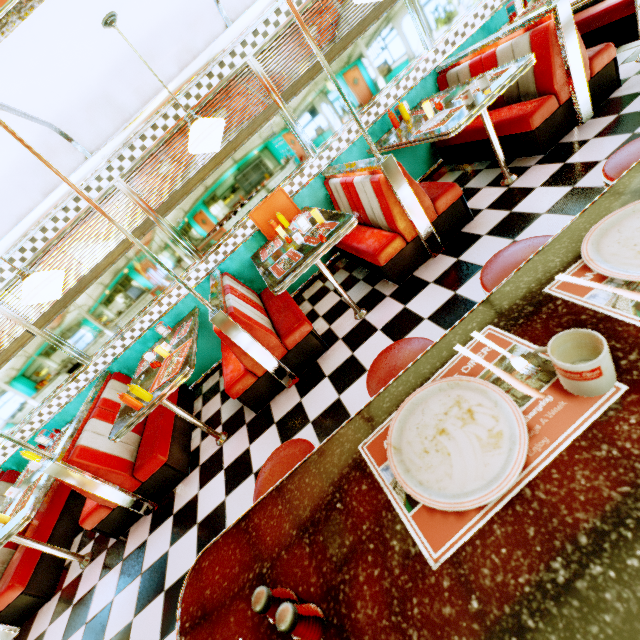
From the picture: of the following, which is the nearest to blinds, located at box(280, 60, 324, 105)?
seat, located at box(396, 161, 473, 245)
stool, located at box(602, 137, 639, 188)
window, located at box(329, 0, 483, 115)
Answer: window, located at box(329, 0, 483, 115)

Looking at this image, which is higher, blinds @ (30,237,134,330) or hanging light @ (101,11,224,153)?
hanging light @ (101,11,224,153)

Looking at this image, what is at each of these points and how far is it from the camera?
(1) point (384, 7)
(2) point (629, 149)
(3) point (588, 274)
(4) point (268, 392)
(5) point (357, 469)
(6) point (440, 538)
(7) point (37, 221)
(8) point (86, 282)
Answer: (1) blinds, 3.7 meters
(2) stool, 1.4 meters
(3) placemat, 0.8 meters
(4) seat, 3.3 meters
(5) counter, 0.8 meters
(6) placemat, 0.6 meters
(7) trim, 3.4 meters
(8) blinds, 3.8 meters

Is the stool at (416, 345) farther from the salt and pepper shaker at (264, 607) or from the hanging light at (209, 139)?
the hanging light at (209, 139)

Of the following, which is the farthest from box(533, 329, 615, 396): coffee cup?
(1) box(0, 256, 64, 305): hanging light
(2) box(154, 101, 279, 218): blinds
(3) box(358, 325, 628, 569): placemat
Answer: (2) box(154, 101, 279, 218): blinds

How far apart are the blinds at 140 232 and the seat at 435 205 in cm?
235

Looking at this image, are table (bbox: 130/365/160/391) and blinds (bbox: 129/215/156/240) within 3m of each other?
yes

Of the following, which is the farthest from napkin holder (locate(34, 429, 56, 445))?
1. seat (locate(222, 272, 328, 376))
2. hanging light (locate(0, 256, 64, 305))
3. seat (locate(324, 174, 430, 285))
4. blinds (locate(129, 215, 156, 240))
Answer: seat (locate(324, 174, 430, 285))
